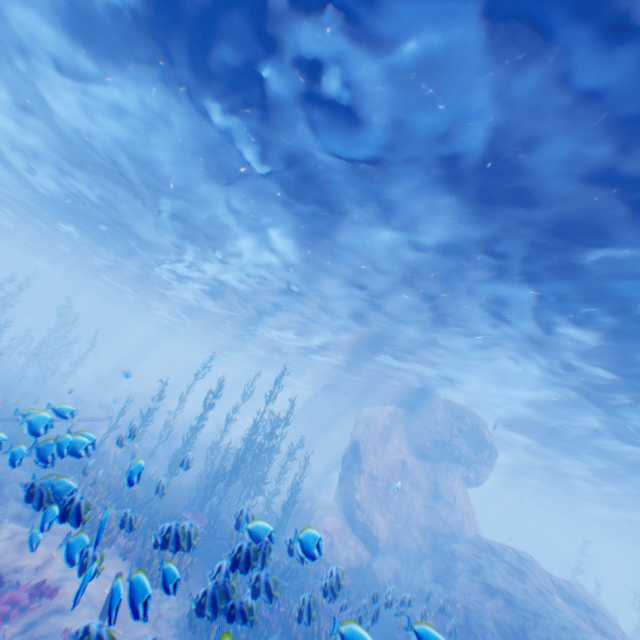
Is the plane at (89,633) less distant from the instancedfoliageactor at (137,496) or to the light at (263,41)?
the instancedfoliageactor at (137,496)

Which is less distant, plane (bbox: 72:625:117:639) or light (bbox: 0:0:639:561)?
plane (bbox: 72:625:117:639)

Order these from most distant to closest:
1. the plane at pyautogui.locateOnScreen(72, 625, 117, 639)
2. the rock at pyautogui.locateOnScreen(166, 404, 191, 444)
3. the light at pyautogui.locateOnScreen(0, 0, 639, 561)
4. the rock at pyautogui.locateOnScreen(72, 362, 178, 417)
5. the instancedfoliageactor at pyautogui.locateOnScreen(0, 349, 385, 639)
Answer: the rock at pyautogui.locateOnScreen(72, 362, 178, 417) → the rock at pyautogui.locateOnScreen(166, 404, 191, 444) → the light at pyautogui.locateOnScreen(0, 0, 639, 561) → the instancedfoliageactor at pyautogui.locateOnScreen(0, 349, 385, 639) → the plane at pyautogui.locateOnScreen(72, 625, 117, 639)

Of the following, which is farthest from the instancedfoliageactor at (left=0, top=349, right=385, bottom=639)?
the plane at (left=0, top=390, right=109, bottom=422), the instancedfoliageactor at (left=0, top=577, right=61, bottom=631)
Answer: the instancedfoliageactor at (left=0, top=577, right=61, bottom=631)

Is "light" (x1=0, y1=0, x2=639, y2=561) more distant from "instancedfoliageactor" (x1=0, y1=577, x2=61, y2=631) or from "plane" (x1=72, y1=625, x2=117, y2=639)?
"instancedfoliageactor" (x1=0, y1=577, x2=61, y2=631)

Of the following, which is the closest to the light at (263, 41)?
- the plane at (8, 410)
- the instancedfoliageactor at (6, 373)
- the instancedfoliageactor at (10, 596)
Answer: the instancedfoliageactor at (6, 373)

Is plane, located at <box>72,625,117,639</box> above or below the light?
below

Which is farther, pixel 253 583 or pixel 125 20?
pixel 125 20
